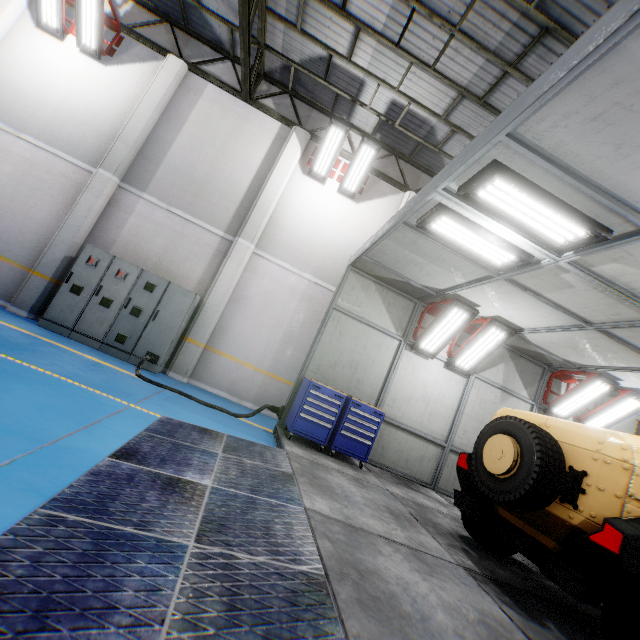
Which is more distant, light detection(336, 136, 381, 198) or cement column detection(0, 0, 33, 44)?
light detection(336, 136, 381, 198)

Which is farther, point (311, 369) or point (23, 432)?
point (311, 369)

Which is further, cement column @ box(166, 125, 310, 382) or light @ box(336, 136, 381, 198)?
light @ box(336, 136, 381, 198)

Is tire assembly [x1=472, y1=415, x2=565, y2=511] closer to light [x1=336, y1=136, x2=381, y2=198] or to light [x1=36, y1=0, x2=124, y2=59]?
light [x1=336, y1=136, x2=381, y2=198]

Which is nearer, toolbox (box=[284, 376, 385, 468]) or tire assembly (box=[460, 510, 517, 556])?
tire assembly (box=[460, 510, 517, 556])

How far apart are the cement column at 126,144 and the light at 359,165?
5.12m

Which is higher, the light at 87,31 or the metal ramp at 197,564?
the light at 87,31

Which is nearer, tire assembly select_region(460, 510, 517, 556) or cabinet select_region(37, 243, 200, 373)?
tire assembly select_region(460, 510, 517, 556)
